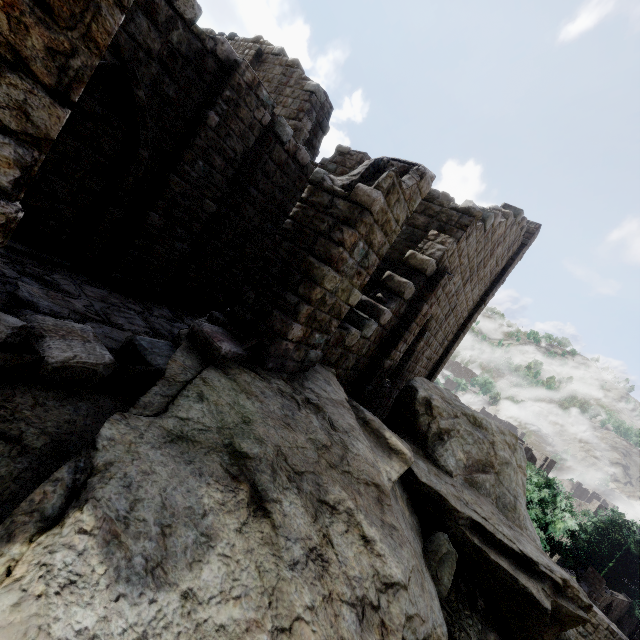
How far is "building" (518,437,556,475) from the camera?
42.1 meters

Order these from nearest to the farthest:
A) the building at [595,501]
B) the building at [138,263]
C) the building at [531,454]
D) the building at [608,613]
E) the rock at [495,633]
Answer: the building at [138,263] → the rock at [495,633] → the building at [608,613] → the building at [531,454] → the building at [595,501]

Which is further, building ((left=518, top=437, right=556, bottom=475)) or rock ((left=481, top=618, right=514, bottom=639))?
building ((left=518, top=437, right=556, bottom=475))

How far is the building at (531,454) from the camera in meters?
42.1 m

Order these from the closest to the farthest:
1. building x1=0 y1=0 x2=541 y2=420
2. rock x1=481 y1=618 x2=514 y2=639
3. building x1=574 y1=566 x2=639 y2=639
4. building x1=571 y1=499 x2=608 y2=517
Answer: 1. building x1=0 y1=0 x2=541 y2=420
2. rock x1=481 y1=618 x2=514 y2=639
3. building x1=574 y1=566 x2=639 y2=639
4. building x1=571 y1=499 x2=608 y2=517

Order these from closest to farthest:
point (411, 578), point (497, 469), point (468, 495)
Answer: point (411, 578), point (468, 495), point (497, 469)
